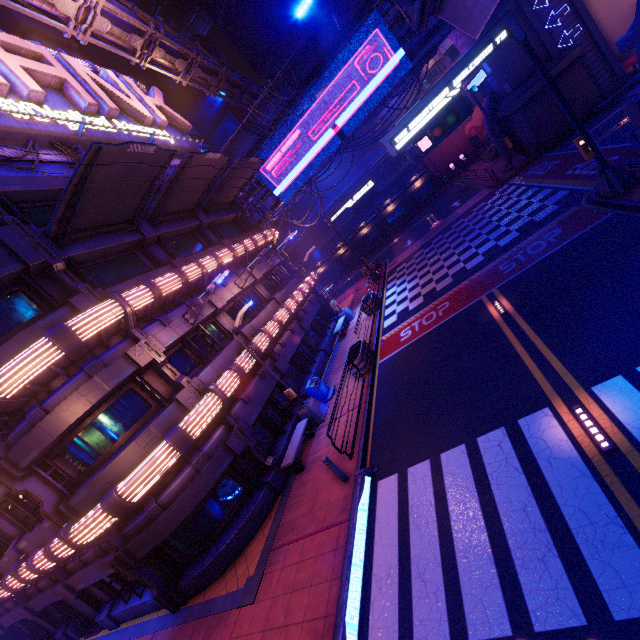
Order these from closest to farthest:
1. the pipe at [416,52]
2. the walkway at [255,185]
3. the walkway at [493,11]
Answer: the walkway at [493,11] → the pipe at [416,52] → the walkway at [255,185]

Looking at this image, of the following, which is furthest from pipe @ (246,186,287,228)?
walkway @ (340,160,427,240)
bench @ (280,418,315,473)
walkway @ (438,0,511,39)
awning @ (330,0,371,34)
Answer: bench @ (280,418,315,473)

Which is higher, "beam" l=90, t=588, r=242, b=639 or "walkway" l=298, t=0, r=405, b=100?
"walkway" l=298, t=0, r=405, b=100

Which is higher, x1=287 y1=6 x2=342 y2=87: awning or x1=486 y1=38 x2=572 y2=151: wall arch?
x1=287 y1=6 x2=342 y2=87: awning

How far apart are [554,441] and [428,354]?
6.4m

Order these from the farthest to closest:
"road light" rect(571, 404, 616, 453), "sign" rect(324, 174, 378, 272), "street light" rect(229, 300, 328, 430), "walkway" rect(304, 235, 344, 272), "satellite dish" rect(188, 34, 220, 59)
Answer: "satellite dish" rect(188, 34, 220, 59), "walkway" rect(304, 235, 344, 272), "sign" rect(324, 174, 378, 272), "street light" rect(229, 300, 328, 430), "road light" rect(571, 404, 616, 453)

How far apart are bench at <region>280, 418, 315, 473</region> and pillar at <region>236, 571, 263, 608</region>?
3.27m

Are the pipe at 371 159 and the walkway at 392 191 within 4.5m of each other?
yes
